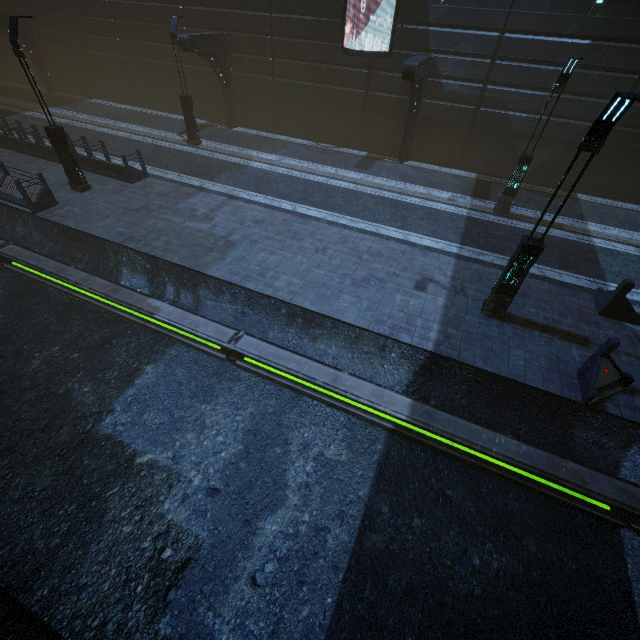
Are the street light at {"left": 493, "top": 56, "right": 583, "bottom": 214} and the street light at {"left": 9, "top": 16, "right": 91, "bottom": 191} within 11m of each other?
no

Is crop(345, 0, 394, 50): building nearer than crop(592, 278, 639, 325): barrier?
No

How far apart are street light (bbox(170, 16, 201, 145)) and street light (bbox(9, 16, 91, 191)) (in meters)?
6.68

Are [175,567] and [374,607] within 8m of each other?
yes

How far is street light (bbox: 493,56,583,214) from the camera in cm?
1097

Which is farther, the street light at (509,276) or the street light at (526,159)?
the street light at (526,159)

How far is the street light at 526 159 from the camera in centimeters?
1097cm

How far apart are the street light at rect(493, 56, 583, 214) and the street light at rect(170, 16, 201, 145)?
16.8 meters
